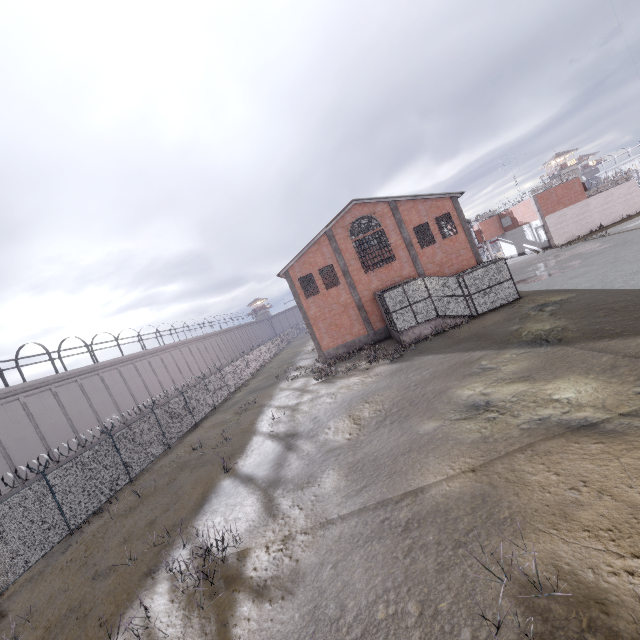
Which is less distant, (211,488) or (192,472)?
(211,488)
